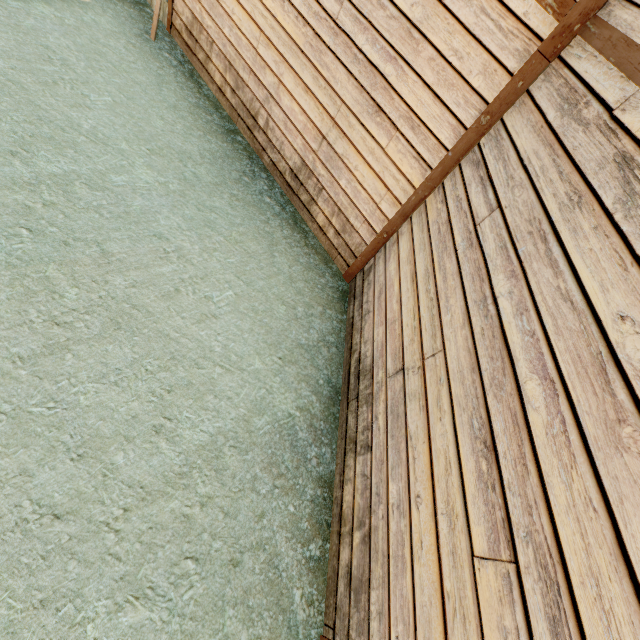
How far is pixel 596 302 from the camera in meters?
1.8 m
